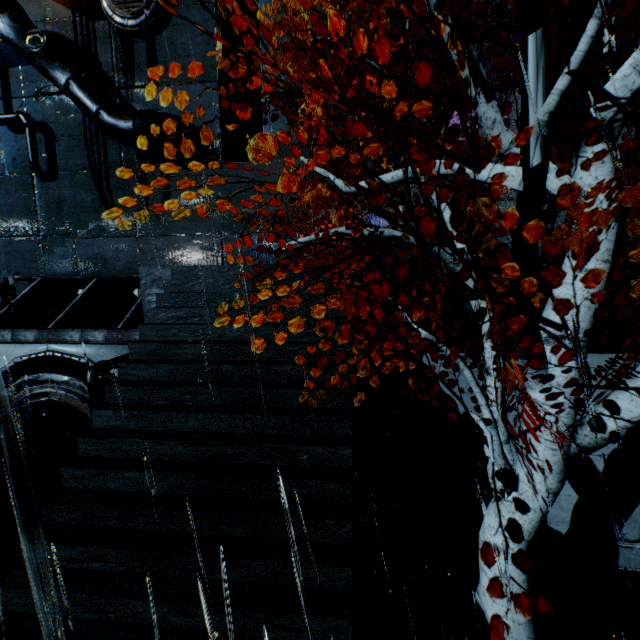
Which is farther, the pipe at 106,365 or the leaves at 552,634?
the pipe at 106,365

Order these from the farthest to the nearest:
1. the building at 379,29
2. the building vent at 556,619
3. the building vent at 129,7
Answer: the building vent at 129,7 → the building at 379,29 → the building vent at 556,619

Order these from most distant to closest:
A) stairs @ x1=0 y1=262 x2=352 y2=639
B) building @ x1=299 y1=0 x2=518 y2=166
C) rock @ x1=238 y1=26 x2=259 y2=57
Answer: rock @ x1=238 y1=26 x2=259 y2=57, building @ x1=299 y1=0 x2=518 y2=166, stairs @ x1=0 y1=262 x2=352 y2=639

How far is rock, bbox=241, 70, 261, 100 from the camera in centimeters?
2700cm

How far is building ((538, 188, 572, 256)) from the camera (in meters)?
6.56

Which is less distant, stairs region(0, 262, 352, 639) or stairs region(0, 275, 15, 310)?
stairs region(0, 262, 352, 639)

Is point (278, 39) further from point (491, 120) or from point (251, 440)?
point (251, 440)

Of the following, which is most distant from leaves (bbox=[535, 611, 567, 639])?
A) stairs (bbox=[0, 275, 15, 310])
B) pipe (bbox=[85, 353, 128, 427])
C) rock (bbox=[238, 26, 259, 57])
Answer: rock (bbox=[238, 26, 259, 57])
